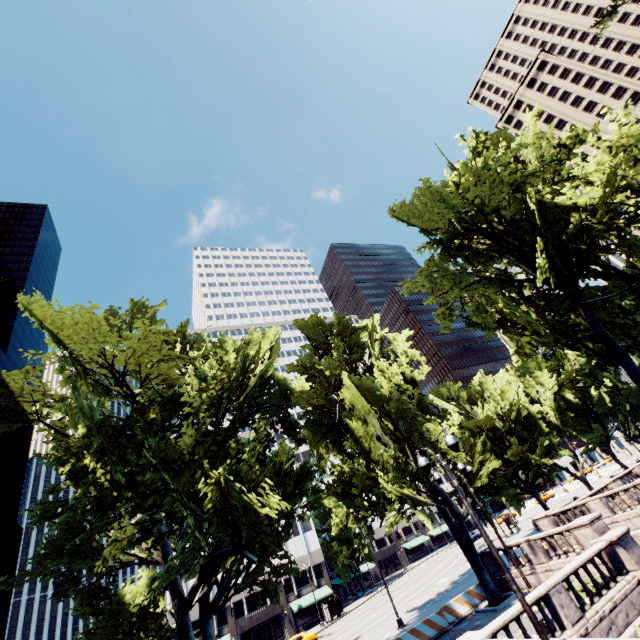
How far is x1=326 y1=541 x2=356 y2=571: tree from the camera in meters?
57.3 m

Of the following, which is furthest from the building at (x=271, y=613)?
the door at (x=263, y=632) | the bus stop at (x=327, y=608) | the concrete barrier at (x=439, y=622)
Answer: the concrete barrier at (x=439, y=622)

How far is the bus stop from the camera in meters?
45.3 m

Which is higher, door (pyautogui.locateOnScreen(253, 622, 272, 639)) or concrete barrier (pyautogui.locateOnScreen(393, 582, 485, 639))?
door (pyautogui.locateOnScreen(253, 622, 272, 639))

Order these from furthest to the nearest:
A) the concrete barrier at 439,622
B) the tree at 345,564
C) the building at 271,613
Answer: the tree at 345,564 → the building at 271,613 → the concrete barrier at 439,622

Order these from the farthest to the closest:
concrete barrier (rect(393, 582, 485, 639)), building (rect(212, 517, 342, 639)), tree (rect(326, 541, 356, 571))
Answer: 1. tree (rect(326, 541, 356, 571))
2. building (rect(212, 517, 342, 639))
3. concrete barrier (rect(393, 582, 485, 639))

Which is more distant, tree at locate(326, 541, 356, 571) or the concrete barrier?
tree at locate(326, 541, 356, 571)

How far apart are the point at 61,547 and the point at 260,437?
12.7m
